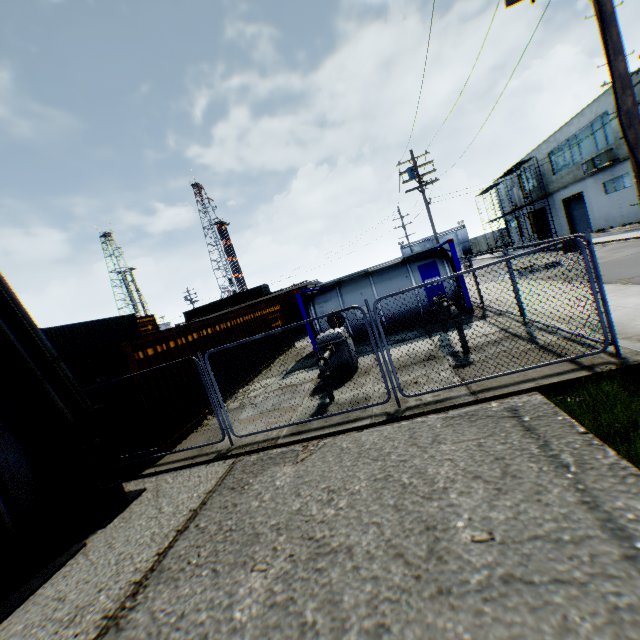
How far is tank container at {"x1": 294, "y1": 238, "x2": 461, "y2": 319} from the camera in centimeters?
1305cm

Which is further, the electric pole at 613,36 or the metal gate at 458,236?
the metal gate at 458,236

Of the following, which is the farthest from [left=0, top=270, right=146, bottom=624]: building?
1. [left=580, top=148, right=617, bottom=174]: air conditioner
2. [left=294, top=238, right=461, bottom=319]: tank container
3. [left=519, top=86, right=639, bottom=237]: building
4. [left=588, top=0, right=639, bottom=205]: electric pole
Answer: [left=580, top=148, right=617, bottom=174]: air conditioner

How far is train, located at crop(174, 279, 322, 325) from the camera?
24.59m

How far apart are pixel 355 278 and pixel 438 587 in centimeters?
1258cm

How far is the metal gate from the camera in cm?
5647

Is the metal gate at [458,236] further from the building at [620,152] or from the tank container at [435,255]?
the tank container at [435,255]

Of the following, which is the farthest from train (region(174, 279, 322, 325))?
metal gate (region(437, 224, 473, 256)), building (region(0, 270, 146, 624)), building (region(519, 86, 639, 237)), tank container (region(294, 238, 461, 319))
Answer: metal gate (region(437, 224, 473, 256))
